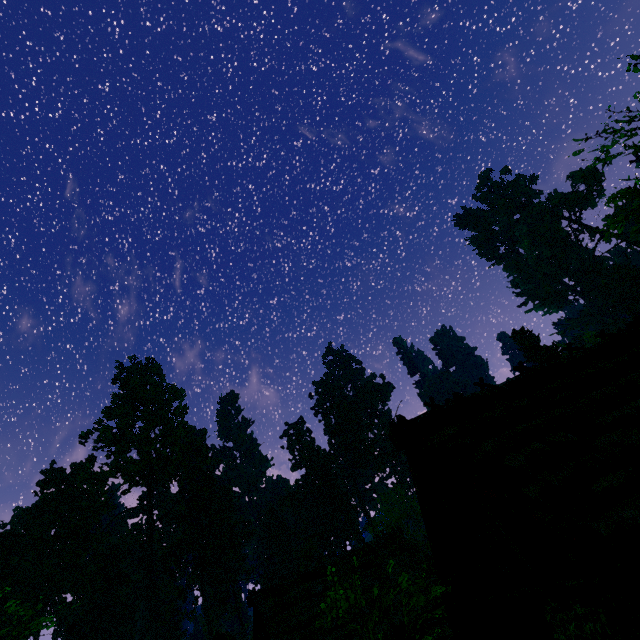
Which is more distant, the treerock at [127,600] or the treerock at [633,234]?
the treerock at [127,600]

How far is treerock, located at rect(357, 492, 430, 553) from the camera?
29.1m

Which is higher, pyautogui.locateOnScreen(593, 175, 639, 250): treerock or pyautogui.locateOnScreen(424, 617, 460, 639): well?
pyautogui.locateOnScreen(593, 175, 639, 250): treerock

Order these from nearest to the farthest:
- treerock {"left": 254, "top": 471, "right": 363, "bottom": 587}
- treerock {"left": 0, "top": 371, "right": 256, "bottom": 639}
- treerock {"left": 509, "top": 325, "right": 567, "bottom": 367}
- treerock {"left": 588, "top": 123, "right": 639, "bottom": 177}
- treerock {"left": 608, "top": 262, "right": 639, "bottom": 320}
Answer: treerock {"left": 588, "top": 123, "right": 639, "bottom": 177}
treerock {"left": 0, "top": 371, "right": 256, "bottom": 639}
treerock {"left": 509, "top": 325, "right": 567, "bottom": 367}
treerock {"left": 254, "top": 471, "right": 363, "bottom": 587}
treerock {"left": 608, "top": 262, "right": 639, "bottom": 320}

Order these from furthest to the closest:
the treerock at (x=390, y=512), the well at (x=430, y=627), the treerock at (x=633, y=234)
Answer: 1. the treerock at (x=390, y=512)
2. the well at (x=430, y=627)
3. the treerock at (x=633, y=234)

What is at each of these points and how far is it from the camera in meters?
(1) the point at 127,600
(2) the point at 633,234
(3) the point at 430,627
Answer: (1) treerock, 47.7
(2) treerock, 18.7
(3) well, 14.9

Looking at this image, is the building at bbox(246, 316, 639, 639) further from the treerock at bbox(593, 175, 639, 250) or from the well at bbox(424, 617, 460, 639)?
the well at bbox(424, 617, 460, 639)
